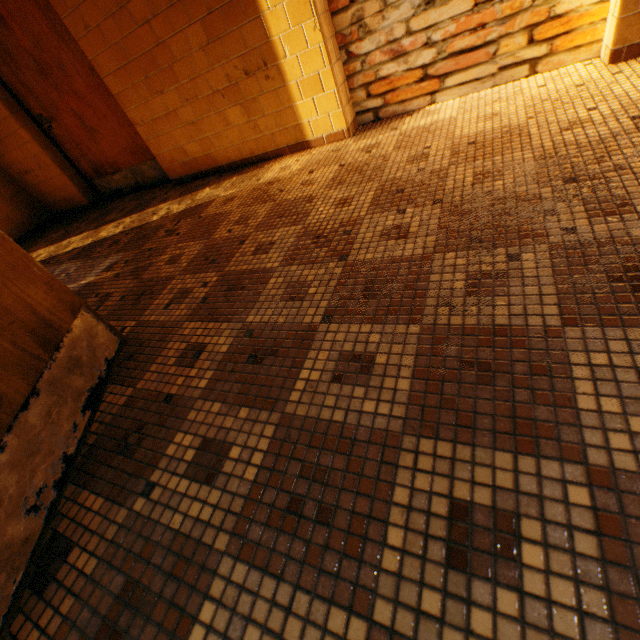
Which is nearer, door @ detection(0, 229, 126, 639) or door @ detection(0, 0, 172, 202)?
door @ detection(0, 229, 126, 639)

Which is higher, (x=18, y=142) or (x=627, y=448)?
(x=18, y=142)

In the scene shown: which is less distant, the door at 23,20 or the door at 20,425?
the door at 20,425
